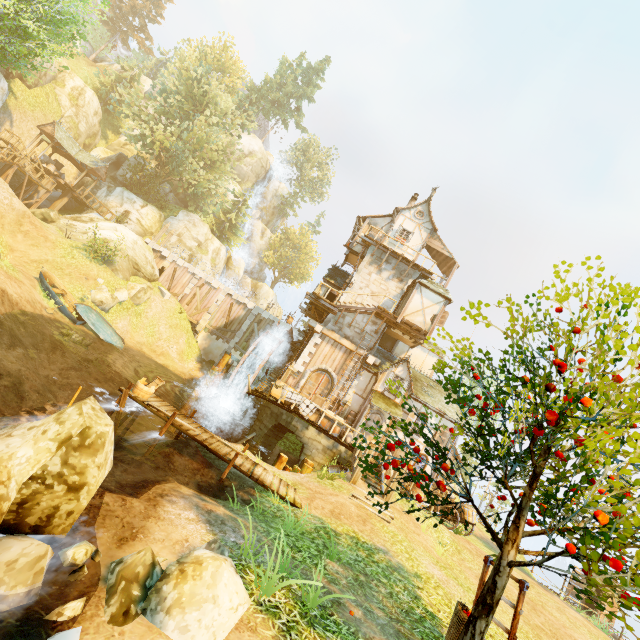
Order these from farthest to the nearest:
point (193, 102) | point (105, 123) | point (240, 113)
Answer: point (240, 113) → point (105, 123) → point (193, 102)

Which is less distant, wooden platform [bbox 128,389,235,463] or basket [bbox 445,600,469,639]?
basket [bbox 445,600,469,639]

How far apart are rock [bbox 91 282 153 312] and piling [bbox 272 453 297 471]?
17.4 meters

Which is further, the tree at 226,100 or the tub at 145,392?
the tree at 226,100

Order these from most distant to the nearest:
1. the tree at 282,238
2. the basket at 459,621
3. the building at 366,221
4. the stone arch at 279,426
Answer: the tree at 282,238
the building at 366,221
the stone arch at 279,426
the basket at 459,621

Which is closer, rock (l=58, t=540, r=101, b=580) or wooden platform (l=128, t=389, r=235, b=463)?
rock (l=58, t=540, r=101, b=580)

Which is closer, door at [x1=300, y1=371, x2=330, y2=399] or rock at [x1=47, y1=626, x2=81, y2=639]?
rock at [x1=47, y1=626, x2=81, y2=639]

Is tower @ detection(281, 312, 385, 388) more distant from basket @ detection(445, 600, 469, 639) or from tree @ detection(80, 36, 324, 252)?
basket @ detection(445, 600, 469, 639)
